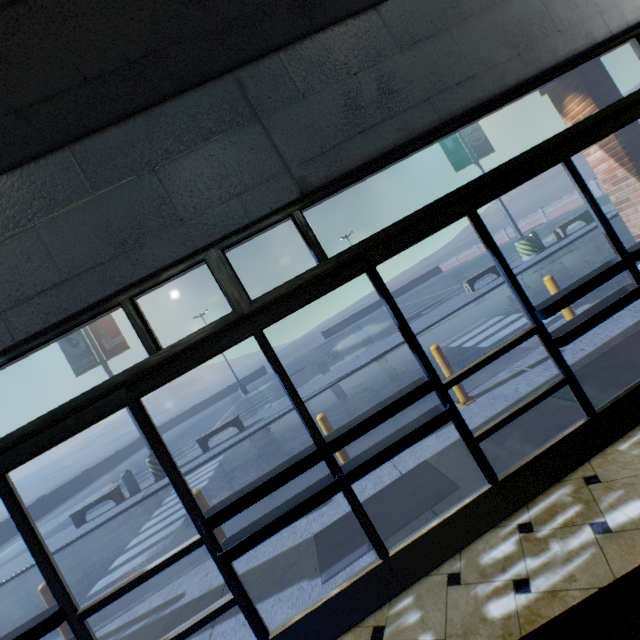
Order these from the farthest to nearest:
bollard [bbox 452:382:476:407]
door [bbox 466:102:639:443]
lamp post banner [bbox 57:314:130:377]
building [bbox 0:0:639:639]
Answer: lamp post banner [bbox 57:314:130:377], bollard [bbox 452:382:476:407], door [bbox 466:102:639:443], building [bbox 0:0:639:639]

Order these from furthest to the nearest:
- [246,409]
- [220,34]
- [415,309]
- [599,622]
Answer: [415,309]
[246,409]
[220,34]
[599,622]

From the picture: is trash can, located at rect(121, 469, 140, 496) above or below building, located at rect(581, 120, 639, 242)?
below

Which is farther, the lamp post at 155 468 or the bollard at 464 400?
A: the lamp post at 155 468

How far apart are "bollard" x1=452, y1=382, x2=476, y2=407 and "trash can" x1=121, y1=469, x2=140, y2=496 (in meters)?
12.99

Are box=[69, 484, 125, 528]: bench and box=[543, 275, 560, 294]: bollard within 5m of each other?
no

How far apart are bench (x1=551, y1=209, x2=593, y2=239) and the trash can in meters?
21.0 m

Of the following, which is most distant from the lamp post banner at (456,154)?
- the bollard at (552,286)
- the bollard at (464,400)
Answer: the bollard at (464,400)
